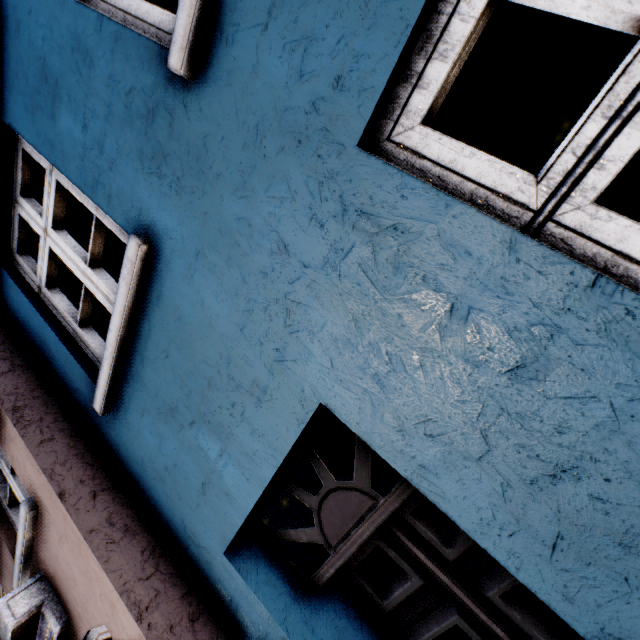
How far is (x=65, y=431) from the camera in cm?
225
